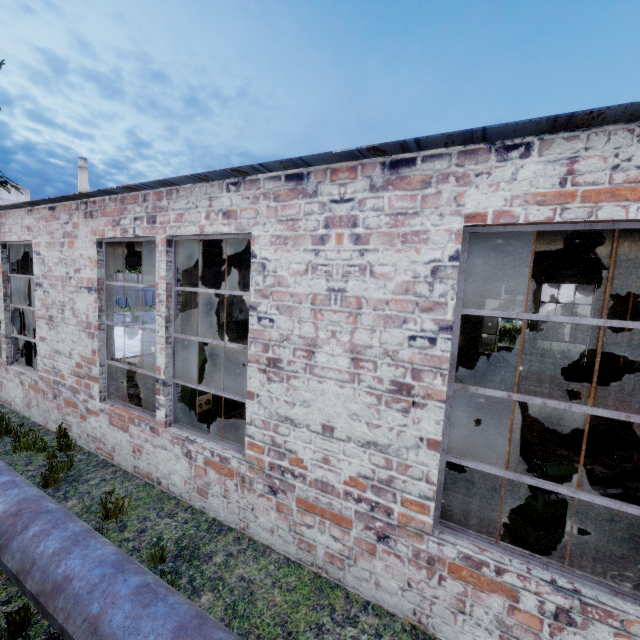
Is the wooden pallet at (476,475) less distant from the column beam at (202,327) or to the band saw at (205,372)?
the band saw at (205,372)

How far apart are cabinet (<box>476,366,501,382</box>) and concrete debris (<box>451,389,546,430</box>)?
0.0 meters

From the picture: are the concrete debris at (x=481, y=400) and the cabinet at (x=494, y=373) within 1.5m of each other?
yes

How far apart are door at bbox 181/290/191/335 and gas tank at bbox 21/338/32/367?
5.5m

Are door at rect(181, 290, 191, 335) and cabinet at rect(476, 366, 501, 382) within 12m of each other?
no

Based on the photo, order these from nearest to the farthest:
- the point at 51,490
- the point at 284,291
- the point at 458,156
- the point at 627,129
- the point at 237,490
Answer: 1. the point at 627,129
2. the point at 458,156
3. the point at 284,291
4. the point at 237,490
5. the point at 51,490

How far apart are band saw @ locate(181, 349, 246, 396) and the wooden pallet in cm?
336

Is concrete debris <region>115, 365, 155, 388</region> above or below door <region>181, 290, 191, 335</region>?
below
